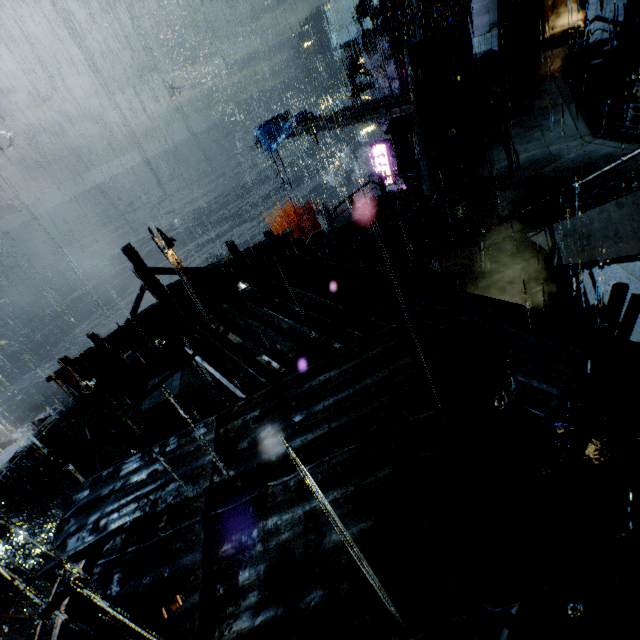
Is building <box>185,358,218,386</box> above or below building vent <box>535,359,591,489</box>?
above

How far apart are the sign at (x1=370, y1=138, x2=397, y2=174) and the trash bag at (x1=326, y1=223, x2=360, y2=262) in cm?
1461

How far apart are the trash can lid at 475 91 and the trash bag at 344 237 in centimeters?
1013cm

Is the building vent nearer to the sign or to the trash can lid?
the trash can lid

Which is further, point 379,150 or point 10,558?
point 379,150

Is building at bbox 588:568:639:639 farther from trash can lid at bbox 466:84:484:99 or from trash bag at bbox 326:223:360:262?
trash can lid at bbox 466:84:484:99

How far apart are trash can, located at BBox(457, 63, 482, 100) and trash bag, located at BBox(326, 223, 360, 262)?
10.4m

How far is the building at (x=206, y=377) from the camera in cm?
933
